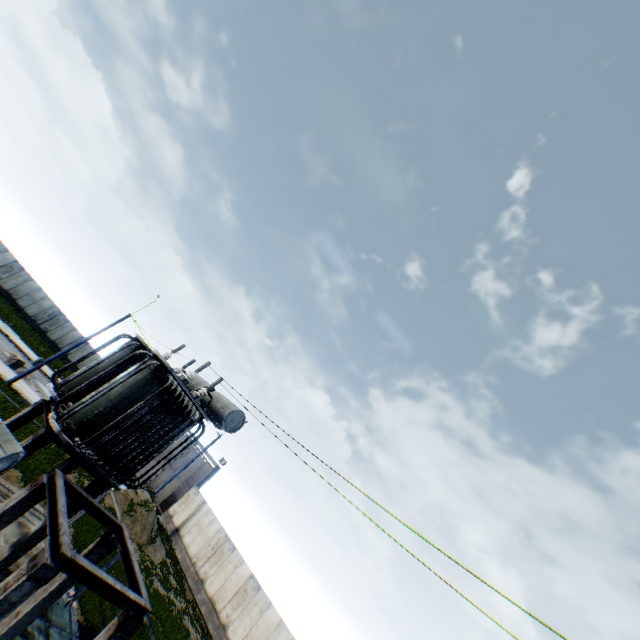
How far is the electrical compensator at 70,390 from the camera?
8.0 meters

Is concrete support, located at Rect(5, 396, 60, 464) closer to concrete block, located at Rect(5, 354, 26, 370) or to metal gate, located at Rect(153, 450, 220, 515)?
concrete block, located at Rect(5, 354, 26, 370)

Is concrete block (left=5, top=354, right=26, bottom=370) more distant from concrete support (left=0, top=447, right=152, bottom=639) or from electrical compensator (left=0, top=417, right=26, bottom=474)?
electrical compensator (left=0, top=417, right=26, bottom=474)

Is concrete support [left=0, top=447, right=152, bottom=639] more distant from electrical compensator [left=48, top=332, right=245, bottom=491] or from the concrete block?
the concrete block

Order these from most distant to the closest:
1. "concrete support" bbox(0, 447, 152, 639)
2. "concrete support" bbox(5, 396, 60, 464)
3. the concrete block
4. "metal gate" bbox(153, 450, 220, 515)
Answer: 1. "metal gate" bbox(153, 450, 220, 515)
2. the concrete block
3. "concrete support" bbox(5, 396, 60, 464)
4. "concrete support" bbox(0, 447, 152, 639)

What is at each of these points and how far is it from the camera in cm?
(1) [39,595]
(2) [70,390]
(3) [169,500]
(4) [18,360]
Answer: (1) concrete support, 671
(2) electrical compensator, 971
(3) metal gate, 2984
(4) concrete block, 2247

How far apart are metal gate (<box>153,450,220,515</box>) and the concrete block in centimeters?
1658cm

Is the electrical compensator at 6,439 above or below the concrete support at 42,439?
above
